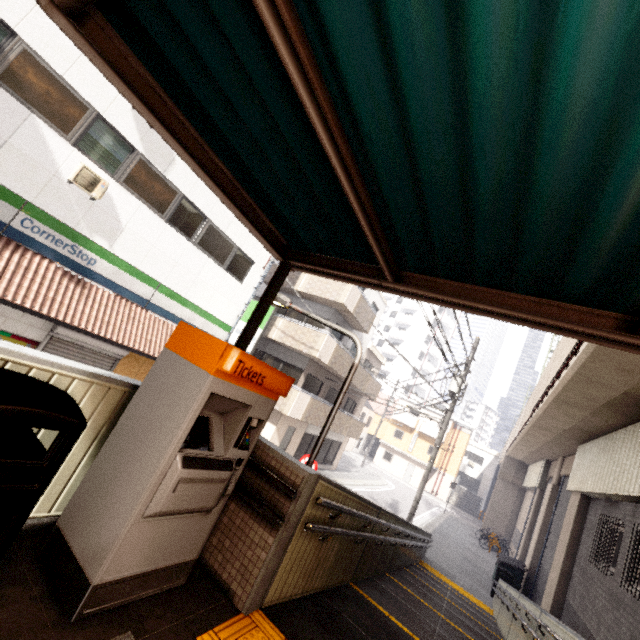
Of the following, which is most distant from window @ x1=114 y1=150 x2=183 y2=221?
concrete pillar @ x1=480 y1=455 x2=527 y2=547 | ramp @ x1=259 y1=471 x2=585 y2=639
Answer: concrete pillar @ x1=480 y1=455 x2=527 y2=547

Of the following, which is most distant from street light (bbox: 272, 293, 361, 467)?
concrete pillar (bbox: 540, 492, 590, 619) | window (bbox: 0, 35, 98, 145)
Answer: concrete pillar (bbox: 540, 492, 590, 619)

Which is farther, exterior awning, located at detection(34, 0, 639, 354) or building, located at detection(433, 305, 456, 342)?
building, located at detection(433, 305, 456, 342)

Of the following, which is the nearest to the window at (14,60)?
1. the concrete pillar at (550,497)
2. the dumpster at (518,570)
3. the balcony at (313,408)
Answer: the balcony at (313,408)

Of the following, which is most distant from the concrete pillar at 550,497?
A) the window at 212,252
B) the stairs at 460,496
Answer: the stairs at 460,496

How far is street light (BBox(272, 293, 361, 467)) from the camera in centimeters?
416cm

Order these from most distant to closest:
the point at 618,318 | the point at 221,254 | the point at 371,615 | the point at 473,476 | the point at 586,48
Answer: the point at 473,476
the point at 221,254
the point at 371,615
the point at 618,318
the point at 586,48

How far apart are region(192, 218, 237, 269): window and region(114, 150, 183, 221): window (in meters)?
1.15
